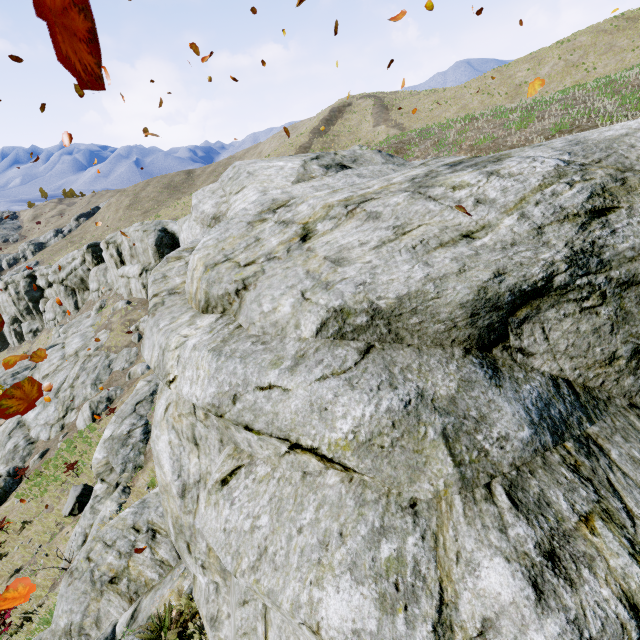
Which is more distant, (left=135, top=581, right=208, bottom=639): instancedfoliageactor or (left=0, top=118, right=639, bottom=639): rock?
(left=135, top=581, right=208, bottom=639): instancedfoliageactor

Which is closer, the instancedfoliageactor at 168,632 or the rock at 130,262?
the rock at 130,262

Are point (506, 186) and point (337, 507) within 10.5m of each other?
yes
